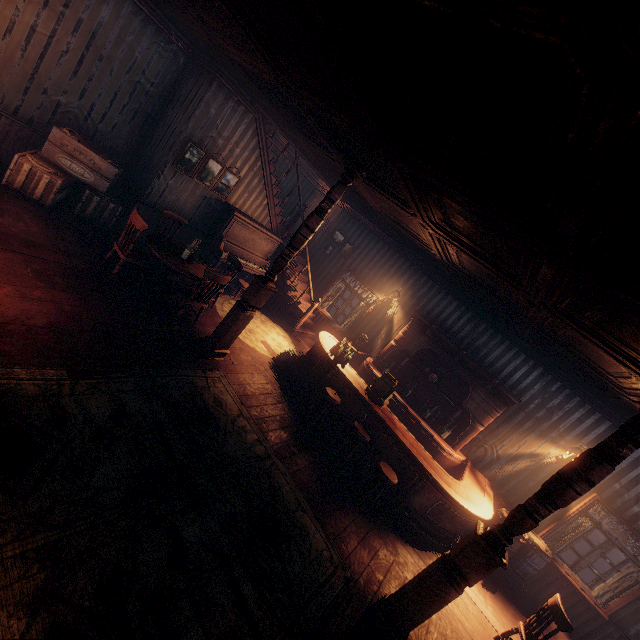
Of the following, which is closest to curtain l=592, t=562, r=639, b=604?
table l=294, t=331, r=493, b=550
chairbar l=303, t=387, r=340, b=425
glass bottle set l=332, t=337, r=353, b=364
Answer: table l=294, t=331, r=493, b=550

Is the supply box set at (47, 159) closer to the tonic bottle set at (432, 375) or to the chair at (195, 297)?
the chair at (195, 297)

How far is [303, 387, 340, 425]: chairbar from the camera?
6.0m

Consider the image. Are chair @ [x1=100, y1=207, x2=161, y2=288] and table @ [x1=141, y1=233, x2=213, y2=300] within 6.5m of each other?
yes

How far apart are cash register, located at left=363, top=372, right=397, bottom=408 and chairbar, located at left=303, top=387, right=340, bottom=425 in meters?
0.6 m

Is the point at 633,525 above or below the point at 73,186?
above

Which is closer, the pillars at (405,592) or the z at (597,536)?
the pillars at (405,592)

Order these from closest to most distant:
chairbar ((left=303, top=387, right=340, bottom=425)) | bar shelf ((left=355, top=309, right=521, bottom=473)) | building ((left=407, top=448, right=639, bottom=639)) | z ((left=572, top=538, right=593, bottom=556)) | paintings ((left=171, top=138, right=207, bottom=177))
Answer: building ((left=407, top=448, right=639, bottom=639)) < chairbar ((left=303, top=387, right=340, bottom=425)) < paintings ((left=171, top=138, right=207, bottom=177)) < bar shelf ((left=355, top=309, right=521, bottom=473)) < z ((left=572, top=538, right=593, bottom=556))
